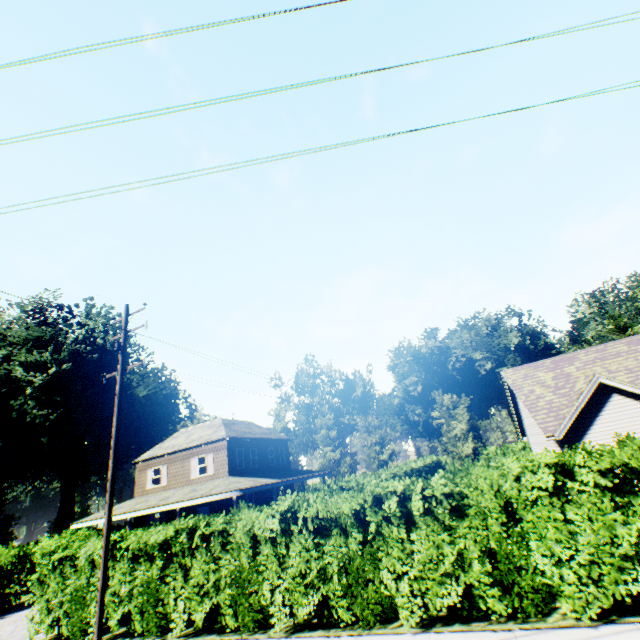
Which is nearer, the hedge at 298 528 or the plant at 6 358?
the hedge at 298 528

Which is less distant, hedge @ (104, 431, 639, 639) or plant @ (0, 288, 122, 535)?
hedge @ (104, 431, 639, 639)

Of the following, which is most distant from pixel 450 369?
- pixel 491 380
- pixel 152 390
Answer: pixel 152 390

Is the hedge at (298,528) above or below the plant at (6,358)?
below

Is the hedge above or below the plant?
below
